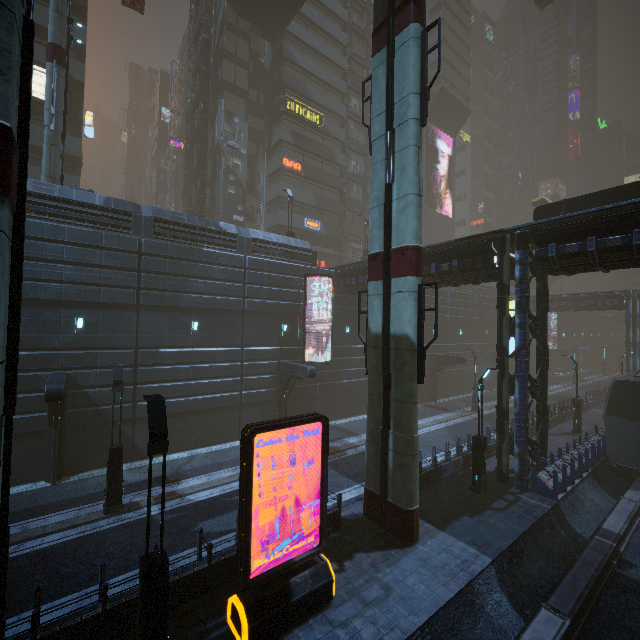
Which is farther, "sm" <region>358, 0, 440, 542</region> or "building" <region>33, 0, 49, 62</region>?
"building" <region>33, 0, 49, 62</region>

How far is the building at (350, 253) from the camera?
43.1 meters

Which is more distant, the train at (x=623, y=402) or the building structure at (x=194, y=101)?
the building structure at (x=194, y=101)

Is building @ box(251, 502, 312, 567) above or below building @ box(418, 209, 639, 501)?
below

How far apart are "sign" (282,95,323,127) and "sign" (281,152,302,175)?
4.3m

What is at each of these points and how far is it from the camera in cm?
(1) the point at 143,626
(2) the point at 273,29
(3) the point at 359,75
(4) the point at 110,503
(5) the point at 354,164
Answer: (1) street light, 619
(2) bridge, 3256
(3) building, 4525
(4) street light, 1221
(5) building, 4431

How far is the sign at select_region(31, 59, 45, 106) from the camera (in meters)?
22.86
